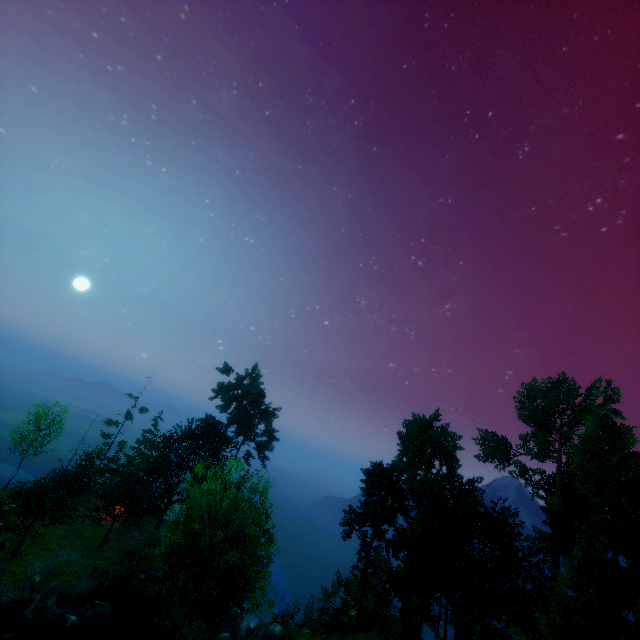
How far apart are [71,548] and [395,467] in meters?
40.0 m

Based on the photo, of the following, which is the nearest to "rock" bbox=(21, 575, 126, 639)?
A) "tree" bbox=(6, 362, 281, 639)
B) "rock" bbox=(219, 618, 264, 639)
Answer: "tree" bbox=(6, 362, 281, 639)

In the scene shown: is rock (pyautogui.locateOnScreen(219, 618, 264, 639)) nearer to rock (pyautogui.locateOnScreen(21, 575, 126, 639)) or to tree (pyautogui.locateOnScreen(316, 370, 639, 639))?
tree (pyautogui.locateOnScreen(316, 370, 639, 639))

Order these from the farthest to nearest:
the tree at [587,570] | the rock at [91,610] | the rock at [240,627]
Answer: the rock at [240,627] < the rock at [91,610] < the tree at [587,570]

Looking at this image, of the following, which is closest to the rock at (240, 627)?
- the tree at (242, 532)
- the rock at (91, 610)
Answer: the tree at (242, 532)
